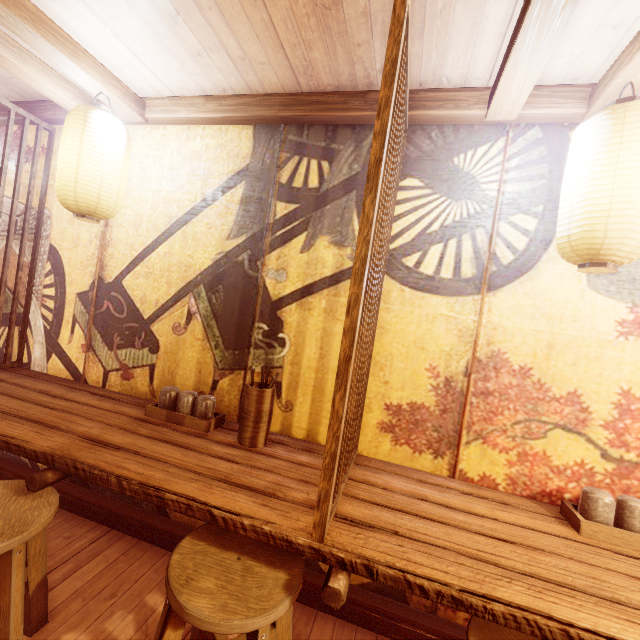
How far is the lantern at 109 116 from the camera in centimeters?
331cm

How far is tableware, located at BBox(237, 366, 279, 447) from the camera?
3.1 meters

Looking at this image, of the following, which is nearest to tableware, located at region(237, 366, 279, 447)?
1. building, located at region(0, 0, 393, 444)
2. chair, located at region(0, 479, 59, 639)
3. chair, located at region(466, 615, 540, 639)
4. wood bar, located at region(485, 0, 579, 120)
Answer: building, located at region(0, 0, 393, 444)

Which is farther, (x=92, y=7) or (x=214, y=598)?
(x=92, y=7)

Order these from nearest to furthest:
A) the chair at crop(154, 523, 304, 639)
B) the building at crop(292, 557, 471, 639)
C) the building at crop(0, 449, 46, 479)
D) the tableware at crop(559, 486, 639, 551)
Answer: the chair at crop(154, 523, 304, 639) → the tableware at crop(559, 486, 639, 551) → the building at crop(292, 557, 471, 639) → the building at crop(0, 449, 46, 479)

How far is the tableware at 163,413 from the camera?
3.4m

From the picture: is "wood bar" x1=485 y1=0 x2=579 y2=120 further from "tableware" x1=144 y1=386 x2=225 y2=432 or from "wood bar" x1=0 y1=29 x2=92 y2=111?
"tableware" x1=144 y1=386 x2=225 y2=432

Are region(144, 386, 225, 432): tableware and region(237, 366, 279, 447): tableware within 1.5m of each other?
yes
